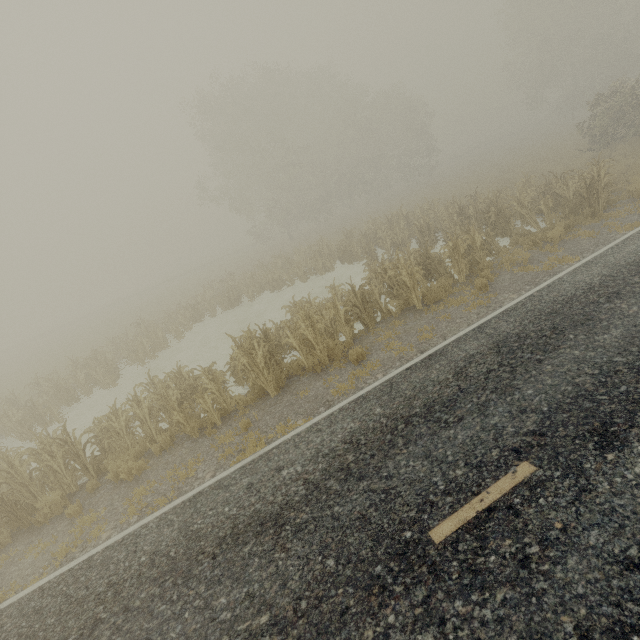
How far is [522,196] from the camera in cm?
1381
